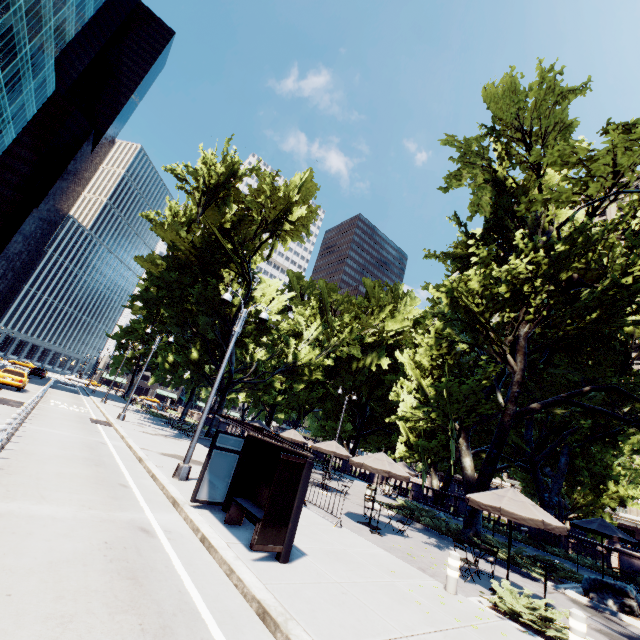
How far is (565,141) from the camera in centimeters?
1694cm

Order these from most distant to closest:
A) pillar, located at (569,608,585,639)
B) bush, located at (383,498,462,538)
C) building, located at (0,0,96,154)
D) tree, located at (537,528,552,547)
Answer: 1. building, located at (0,0,96,154)
2. tree, located at (537,528,552,547)
3. bush, located at (383,498,462,538)
4. pillar, located at (569,608,585,639)

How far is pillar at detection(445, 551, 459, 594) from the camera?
8.05m

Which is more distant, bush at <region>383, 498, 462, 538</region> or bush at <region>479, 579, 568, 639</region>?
bush at <region>383, 498, 462, 538</region>

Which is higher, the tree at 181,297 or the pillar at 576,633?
the tree at 181,297

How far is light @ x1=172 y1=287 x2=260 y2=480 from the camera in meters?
11.5 m

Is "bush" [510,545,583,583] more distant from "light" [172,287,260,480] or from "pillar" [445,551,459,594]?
"light" [172,287,260,480]

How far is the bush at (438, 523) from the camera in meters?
16.4 m
